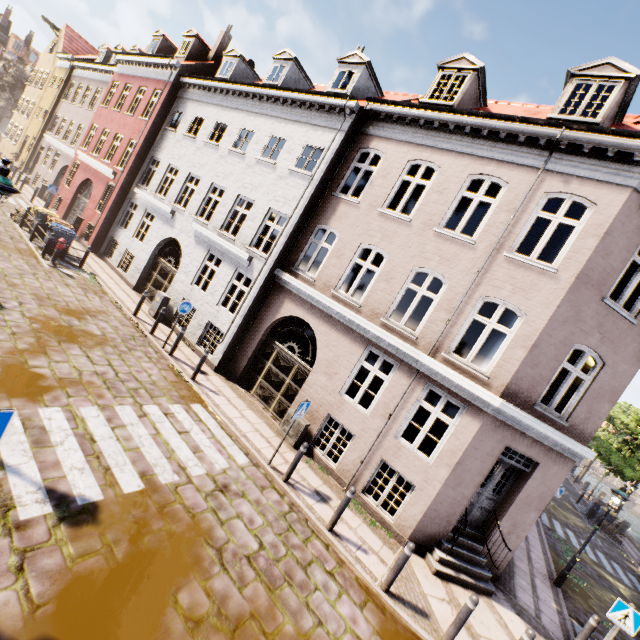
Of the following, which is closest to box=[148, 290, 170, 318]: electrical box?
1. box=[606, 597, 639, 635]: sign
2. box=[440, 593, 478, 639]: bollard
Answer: box=[440, 593, 478, 639]: bollard

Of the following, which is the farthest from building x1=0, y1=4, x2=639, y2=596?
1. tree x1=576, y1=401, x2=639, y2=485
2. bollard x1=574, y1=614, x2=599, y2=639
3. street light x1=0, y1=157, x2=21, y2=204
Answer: street light x1=0, y1=157, x2=21, y2=204

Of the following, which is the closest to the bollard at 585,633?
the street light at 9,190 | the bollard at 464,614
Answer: the bollard at 464,614

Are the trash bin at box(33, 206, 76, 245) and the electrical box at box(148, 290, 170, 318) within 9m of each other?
yes

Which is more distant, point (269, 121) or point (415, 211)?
point (269, 121)

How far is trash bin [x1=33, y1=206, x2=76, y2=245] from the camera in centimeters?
1388cm

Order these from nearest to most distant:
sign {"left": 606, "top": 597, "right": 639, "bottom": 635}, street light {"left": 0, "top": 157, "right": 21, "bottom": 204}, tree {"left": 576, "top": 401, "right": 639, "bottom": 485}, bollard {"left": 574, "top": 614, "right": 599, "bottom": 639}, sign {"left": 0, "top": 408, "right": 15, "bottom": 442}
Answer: sign {"left": 0, "top": 408, "right": 15, "bottom": 442}, street light {"left": 0, "top": 157, "right": 21, "bottom": 204}, sign {"left": 606, "top": 597, "right": 639, "bottom": 635}, bollard {"left": 574, "top": 614, "right": 599, "bottom": 639}, tree {"left": 576, "top": 401, "right": 639, "bottom": 485}

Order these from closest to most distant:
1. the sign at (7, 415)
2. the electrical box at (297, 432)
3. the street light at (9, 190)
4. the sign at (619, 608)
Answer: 1. the sign at (7, 415)
2. the street light at (9, 190)
3. the sign at (619, 608)
4. the electrical box at (297, 432)
